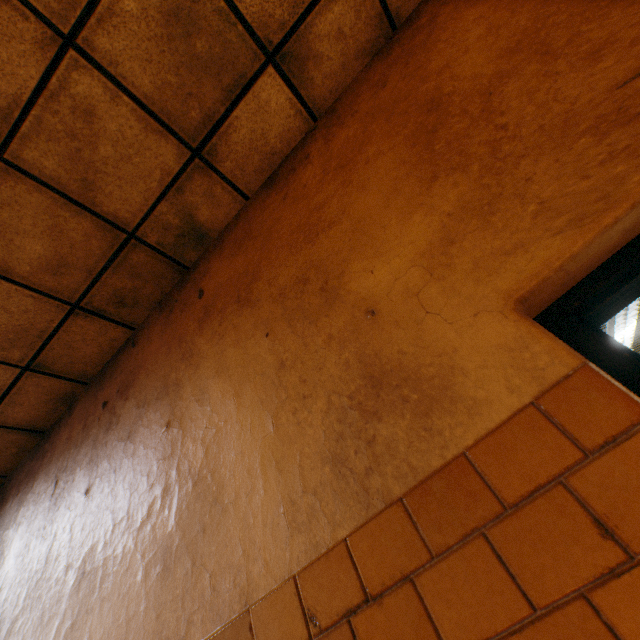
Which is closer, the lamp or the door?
the door

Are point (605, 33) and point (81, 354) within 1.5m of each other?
no

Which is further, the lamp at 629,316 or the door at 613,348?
the lamp at 629,316

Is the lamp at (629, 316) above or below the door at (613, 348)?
above

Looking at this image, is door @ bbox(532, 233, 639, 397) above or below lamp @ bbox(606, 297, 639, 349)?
below
